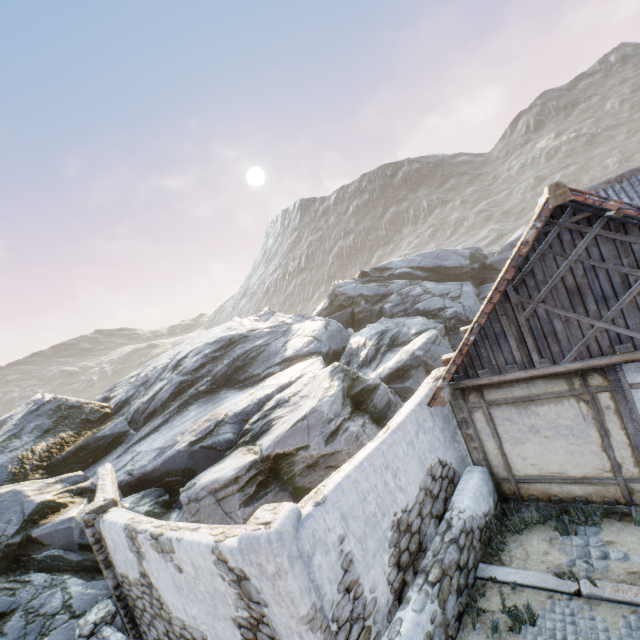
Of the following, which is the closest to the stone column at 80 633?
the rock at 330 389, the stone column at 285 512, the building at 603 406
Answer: the rock at 330 389

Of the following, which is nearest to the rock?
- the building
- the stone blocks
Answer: the stone blocks

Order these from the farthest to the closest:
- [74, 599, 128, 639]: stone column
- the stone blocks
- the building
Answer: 1. [74, 599, 128, 639]: stone column
2. the building
3. the stone blocks

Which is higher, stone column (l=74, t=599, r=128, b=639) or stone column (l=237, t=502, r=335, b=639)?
stone column (l=237, t=502, r=335, b=639)

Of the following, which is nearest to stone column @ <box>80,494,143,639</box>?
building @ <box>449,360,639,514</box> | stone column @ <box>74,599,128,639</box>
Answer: stone column @ <box>74,599,128,639</box>

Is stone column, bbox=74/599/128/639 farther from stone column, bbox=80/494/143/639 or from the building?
the building

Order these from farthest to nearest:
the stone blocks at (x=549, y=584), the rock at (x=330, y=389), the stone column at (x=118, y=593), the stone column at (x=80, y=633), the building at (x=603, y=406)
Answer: the rock at (x=330, y=389) < the stone column at (x=118, y=593) < the stone column at (x=80, y=633) < the building at (x=603, y=406) < the stone blocks at (x=549, y=584)

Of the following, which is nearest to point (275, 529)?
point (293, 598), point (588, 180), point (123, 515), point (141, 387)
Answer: point (293, 598)
